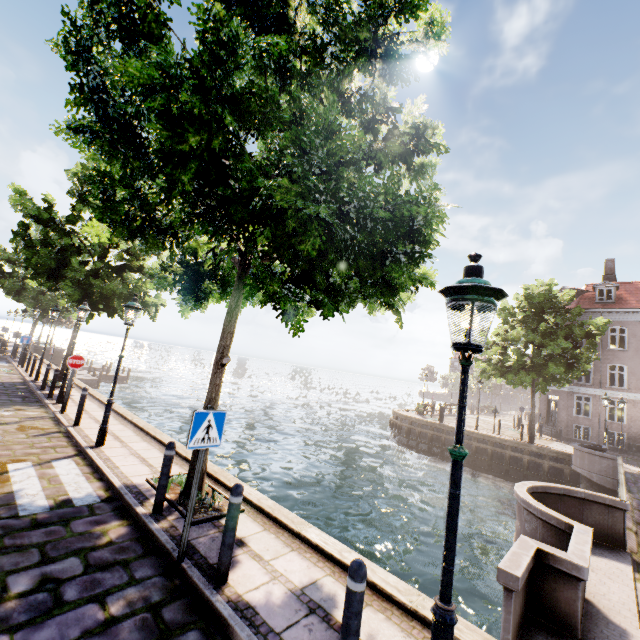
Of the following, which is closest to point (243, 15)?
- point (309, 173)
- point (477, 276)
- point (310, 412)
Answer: point (309, 173)

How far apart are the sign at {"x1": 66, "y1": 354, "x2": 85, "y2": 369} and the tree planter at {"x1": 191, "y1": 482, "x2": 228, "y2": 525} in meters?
6.5

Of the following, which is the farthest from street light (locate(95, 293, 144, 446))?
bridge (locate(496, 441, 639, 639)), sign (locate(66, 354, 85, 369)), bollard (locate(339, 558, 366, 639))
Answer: bridge (locate(496, 441, 639, 639))

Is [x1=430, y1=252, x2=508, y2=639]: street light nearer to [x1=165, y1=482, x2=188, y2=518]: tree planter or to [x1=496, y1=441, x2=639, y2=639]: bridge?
[x1=496, y1=441, x2=639, y2=639]: bridge

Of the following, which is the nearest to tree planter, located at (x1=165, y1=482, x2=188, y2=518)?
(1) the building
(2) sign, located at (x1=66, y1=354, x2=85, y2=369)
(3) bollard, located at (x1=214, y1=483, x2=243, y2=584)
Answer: (3) bollard, located at (x1=214, y1=483, x2=243, y2=584)

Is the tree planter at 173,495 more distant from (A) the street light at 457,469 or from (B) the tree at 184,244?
(A) the street light at 457,469

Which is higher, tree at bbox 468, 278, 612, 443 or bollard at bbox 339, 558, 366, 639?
tree at bbox 468, 278, 612, 443

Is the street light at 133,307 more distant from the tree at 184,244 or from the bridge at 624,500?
the bridge at 624,500
